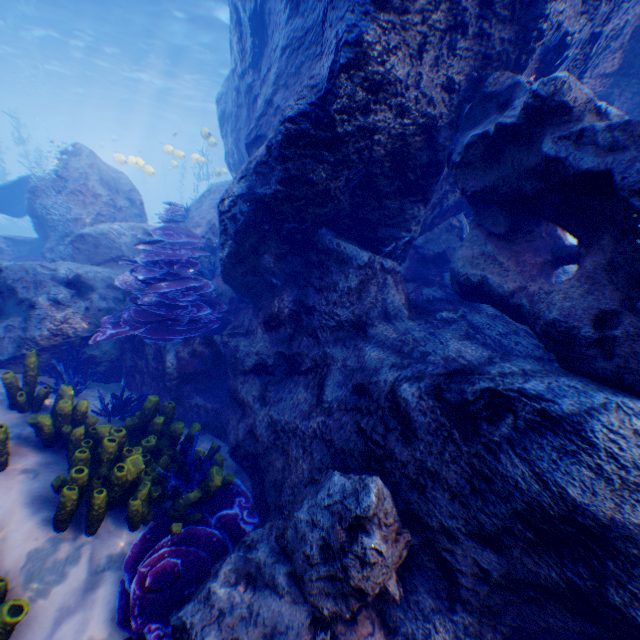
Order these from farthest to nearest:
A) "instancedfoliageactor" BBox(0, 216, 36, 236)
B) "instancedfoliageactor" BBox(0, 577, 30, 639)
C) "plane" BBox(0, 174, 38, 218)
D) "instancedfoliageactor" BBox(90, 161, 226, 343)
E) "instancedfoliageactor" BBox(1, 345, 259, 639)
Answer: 1. "instancedfoliageactor" BBox(0, 216, 36, 236)
2. "plane" BBox(0, 174, 38, 218)
3. "instancedfoliageactor" BBox(90, 161, 226, 343)
4. "instancedfoliageactor" BBox(1, 345, 259, 639)
5. "instancedfoliageactor" BBox(0, 577, 30, 639)

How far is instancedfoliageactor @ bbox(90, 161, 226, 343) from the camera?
4.74m

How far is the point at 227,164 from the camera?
10.8 meters

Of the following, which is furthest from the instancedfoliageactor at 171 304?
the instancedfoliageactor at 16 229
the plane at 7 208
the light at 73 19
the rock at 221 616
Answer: the instancedfoliageactor at 16 229

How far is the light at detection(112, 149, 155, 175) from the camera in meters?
16.8

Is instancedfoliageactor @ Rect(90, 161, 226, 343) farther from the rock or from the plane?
the plane

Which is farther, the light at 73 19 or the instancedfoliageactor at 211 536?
the light at 73 19

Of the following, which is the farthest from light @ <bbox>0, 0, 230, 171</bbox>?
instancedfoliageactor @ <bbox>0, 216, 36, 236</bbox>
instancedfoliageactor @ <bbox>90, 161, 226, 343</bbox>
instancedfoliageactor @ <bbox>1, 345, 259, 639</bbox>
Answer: instancedfoliageactor @ <bbox>1, 345, 259, 639</bbox>
